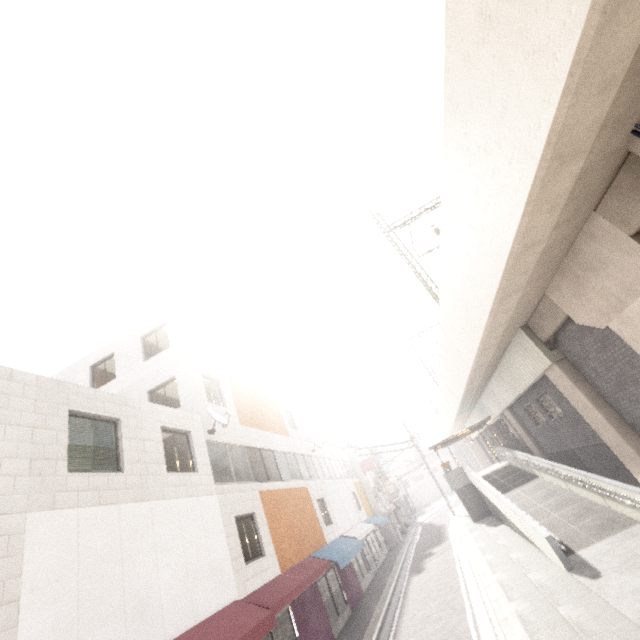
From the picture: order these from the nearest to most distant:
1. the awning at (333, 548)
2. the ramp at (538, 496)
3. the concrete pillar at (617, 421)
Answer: the awning at (333, 548) < the ramp at (538, 496) < the concrete pillar at (617, 421)

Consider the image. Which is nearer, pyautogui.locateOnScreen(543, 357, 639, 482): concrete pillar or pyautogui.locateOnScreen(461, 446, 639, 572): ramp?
pyautogui.locateOnScreen(461, 446, 639, 572): ramp

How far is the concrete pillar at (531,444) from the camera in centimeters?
1967cm

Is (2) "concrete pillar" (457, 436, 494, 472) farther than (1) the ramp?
Yes

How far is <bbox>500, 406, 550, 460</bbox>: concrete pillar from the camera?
19.67m

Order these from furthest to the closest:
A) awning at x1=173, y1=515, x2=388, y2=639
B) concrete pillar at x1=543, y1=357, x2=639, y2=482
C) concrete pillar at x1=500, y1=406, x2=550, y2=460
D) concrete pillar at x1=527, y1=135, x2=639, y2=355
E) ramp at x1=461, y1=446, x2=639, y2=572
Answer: concrete pillar at x1=500, y1=406, x2=550, y2=460
concrete pillar at x1=543, y1=357, x2=639, y2=482
ramp at x1=461, y1=446, x2=639, y2=572
awning at x1=173, y1=515, x2=388, y2=639
concrete pillar at x1=527, y1=135, x2=639, y2=355

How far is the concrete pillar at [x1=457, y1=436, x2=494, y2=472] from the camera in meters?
37.4 m

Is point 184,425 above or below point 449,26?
below
